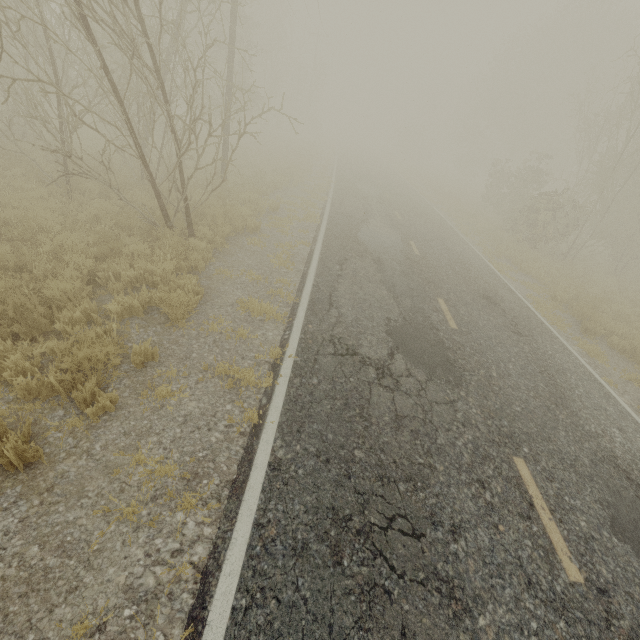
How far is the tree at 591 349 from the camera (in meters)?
8.69

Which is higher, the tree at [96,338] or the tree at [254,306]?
the tree at [254,306]

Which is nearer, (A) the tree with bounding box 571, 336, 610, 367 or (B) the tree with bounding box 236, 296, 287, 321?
(B) the tree with bounding box 236, 296, 287, 321

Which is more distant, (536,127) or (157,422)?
(536,127)

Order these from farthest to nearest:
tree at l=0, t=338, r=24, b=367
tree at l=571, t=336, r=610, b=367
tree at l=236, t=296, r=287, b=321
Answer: tree at l=571, t=336, r=610, b=367
tree at l=236, t=296, r=287, b=321
tree at l=0, t=338, r=24, b=367
